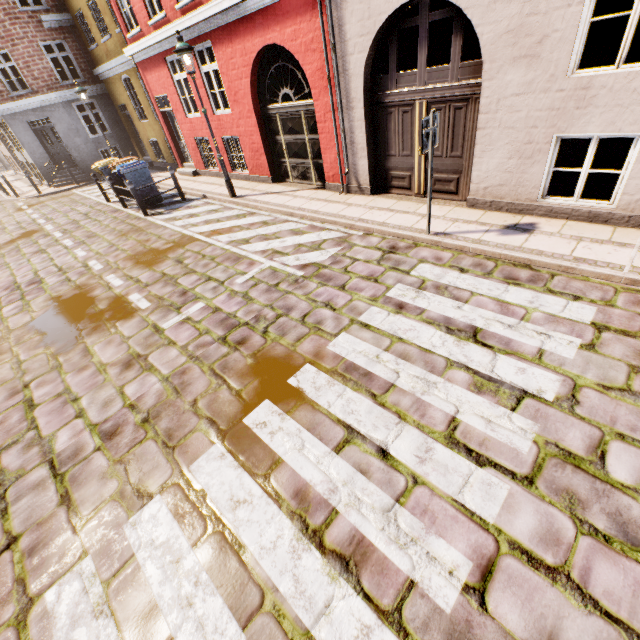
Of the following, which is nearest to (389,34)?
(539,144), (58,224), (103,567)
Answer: (539,144)

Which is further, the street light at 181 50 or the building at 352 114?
the street light at 181 50

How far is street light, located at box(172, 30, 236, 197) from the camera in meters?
7.8 m

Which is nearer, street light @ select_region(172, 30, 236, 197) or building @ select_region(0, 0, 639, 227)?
building @ select_region(0, 0, 639, 227)

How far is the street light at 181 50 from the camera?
7.8m
